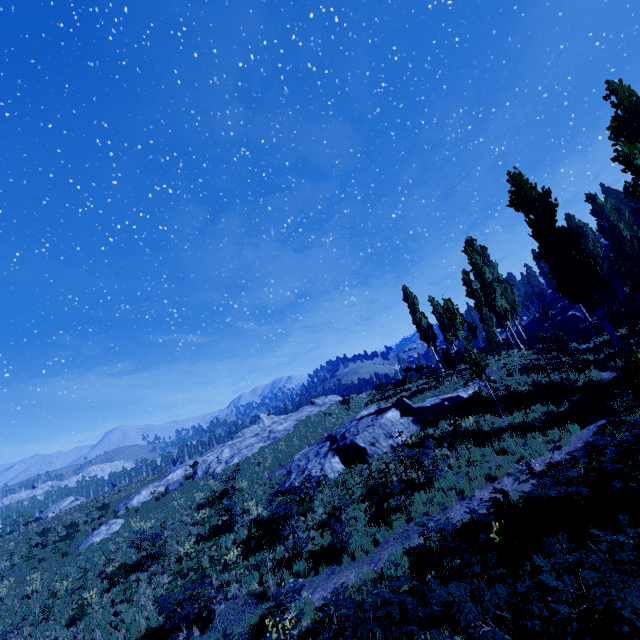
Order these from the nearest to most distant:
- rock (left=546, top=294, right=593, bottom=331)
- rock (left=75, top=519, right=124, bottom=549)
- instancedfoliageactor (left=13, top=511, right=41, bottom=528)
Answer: rock (left=75, top=519, right=124, bottom=549) → rock (left=546, top=294, right=593, bottom=331) → instancedfoliageactor (left=13, top=511, right=41, bottom=528)

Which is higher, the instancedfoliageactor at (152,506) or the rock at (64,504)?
the rock at (64,504)

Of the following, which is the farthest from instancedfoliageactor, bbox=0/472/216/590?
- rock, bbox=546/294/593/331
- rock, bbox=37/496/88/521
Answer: rock, bbox=37/496/88/521

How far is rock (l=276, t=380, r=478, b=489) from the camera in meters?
17.8

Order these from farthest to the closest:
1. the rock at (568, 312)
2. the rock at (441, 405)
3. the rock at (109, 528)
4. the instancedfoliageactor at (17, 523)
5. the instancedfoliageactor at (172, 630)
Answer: the instancedfoliageactor at (17, 523) → the rock at (568, 312) → the rock at (109, 528) → the rock at (441, 405) → the instancedfoliageactor at (172, 630)

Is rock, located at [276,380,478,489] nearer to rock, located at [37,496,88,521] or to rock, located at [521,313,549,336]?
rock, located at [521,313,549,336]

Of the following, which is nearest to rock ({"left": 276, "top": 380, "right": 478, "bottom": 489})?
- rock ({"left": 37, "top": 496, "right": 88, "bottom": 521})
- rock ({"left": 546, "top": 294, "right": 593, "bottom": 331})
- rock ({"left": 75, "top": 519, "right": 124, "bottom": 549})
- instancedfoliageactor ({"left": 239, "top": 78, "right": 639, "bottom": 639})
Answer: instancedfoliageactor ({"left": 239, "top": 78, "right": 639, "bottom": 639})

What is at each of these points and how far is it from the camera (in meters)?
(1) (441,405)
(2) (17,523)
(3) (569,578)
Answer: (1) rock, 19.53
(2) instancedfoliageactor, 57.44
(3) instancedfoliageactor, 3.81
